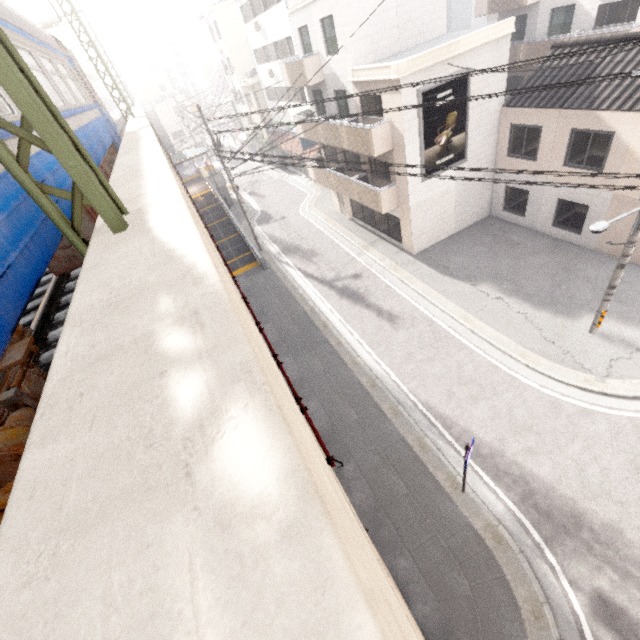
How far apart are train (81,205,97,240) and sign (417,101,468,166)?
14.3 meters

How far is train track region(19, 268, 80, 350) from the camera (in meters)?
4.23

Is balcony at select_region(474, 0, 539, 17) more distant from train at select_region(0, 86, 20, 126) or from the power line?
the power line

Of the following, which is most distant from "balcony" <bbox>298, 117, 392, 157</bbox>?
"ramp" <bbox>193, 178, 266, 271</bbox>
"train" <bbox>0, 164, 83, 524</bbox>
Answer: "train" <bbox>0, 164, 83, 524</bbox>

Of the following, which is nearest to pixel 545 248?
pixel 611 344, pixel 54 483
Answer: pixel 611 344

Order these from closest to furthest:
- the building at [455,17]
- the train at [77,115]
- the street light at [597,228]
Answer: the train at [77,115] → the street light at [597,228] → the building at [455,17]

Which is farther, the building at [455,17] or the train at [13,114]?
the building at [455,17]

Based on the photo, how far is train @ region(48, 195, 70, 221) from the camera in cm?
336
